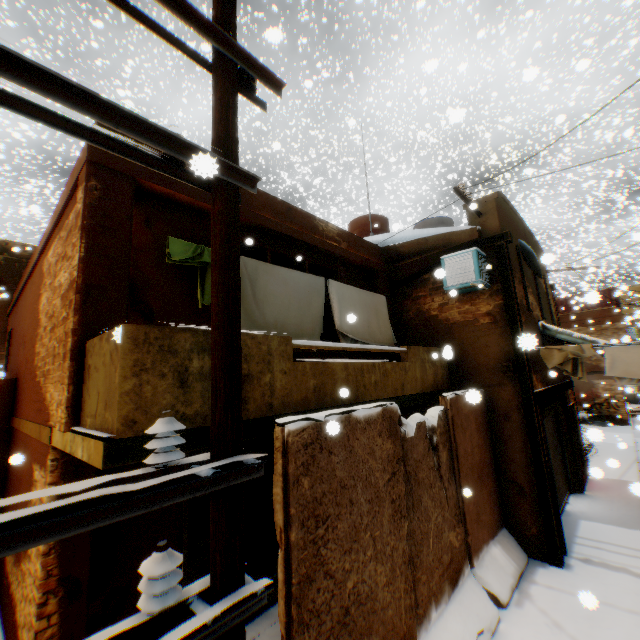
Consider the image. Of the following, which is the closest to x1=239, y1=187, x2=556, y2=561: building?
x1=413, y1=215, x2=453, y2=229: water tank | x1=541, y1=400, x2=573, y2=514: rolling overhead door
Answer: x1=541, y1=400, x2=573, y2=514: rolling overhead door

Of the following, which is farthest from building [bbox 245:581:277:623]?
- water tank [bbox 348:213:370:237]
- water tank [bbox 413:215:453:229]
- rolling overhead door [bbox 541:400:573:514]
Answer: water tank [bbox 348:213:370:237]

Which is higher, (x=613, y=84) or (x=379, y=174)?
(x=613, y=84)

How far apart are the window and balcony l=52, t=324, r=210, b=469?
1.15m

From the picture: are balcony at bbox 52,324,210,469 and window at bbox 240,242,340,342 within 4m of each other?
yes

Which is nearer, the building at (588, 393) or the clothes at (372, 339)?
the clothes at (372, 339)

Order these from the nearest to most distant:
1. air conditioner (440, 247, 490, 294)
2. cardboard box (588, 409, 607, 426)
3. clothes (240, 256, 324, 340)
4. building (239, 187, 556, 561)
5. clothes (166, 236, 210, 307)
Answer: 1. clothes (166, 236, 210, 307)
2. clothes (240, 256, 324, 340)
3. building (239, 187, 556, 561)
4. air conditioner (440, 247, 490, 294)
5. cardboard box (588, 409, 607, 426)

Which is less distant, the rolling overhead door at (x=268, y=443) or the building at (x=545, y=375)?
the rolling overhead door at (x=268, y=443)
